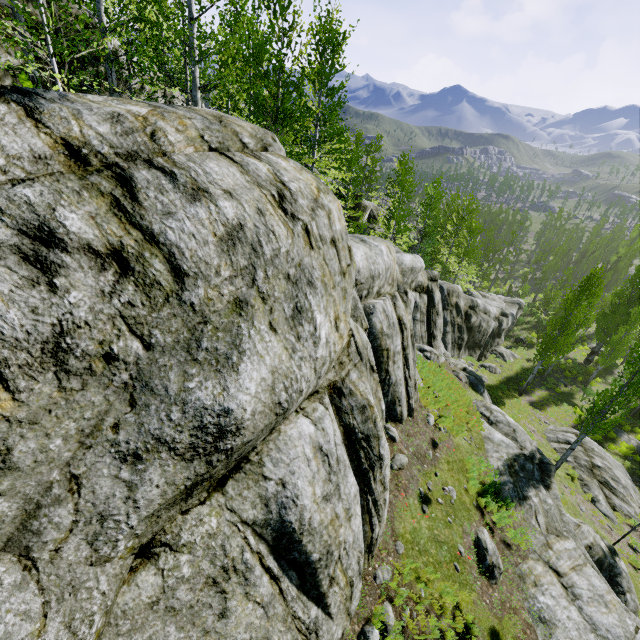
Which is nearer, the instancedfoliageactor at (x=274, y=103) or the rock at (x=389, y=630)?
the rock at (x=389, y=630)

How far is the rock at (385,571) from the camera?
6.5 meters

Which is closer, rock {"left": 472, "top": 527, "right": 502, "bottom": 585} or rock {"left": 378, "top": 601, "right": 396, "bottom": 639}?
rock {"left": 378, "top": 601, "right": 396, "bottom": 639}

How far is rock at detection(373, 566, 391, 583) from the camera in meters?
6.5

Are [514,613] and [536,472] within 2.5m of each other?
no
